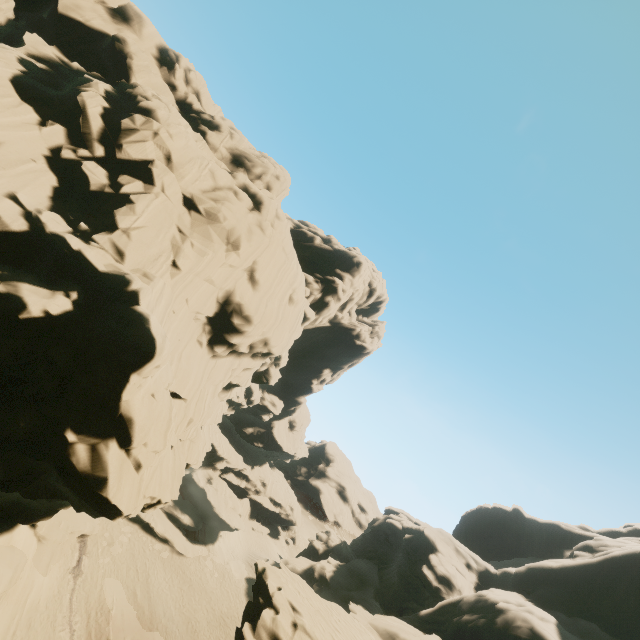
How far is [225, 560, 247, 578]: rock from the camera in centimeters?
3867cm

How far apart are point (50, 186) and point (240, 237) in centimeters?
961cm

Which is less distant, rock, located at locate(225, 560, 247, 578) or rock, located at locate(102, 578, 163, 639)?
rock, located at locate(102, 578, 163, 639)

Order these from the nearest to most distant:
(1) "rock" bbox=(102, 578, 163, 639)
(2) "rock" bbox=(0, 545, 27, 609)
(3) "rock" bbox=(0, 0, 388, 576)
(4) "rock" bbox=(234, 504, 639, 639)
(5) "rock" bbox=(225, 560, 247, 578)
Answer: (3) "rock" bbox=(0, 0, 388, 576) < (4) "rock" bbox=(234, 504, 639, 639) < (2) "rock" bbox=(0, 545, 27, 609) < (1) "rock" bbox=(102, 578, 163, 639) < (5) "rock" bbox=(225, 560, 247, 578)

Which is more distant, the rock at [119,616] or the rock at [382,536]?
the rock at [119,616]

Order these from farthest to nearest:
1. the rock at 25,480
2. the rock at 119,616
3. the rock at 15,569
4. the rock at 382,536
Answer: the rock at 119,616 < the rock at 15,569 < the rock at 382,536 < the rock at 25,480
